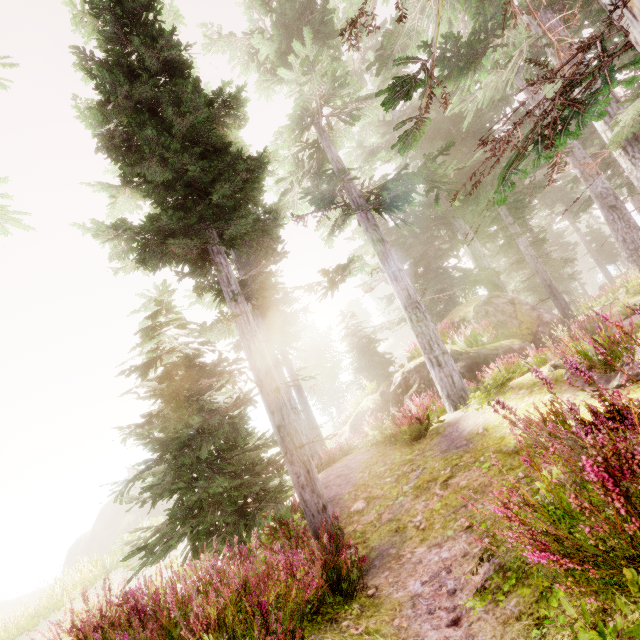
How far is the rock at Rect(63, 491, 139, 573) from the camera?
33.5m

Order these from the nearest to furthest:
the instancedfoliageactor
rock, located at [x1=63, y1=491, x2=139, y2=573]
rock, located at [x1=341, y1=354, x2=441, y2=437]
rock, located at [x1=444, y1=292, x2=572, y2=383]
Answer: the instancedfoliageactor < rock, located at [x1=444, y1=292, x2=572, y2=383] < rock, located at [x1=341, y1=354, x2=441, y2=437] < rock, located at [x1=63, y1=491, x2=139, y2=573]

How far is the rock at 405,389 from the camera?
14.2m

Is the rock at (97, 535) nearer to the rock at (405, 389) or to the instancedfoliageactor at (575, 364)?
the instancedfoliageactor at (575, 364)

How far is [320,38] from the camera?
11.7 meters

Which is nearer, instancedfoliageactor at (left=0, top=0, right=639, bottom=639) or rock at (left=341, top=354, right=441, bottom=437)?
instancedfoliageactor at (left=0, top=0, right=639, bottom=639)

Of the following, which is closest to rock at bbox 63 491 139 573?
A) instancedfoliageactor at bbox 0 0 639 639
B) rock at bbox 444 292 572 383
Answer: instancedfoliageactor at bbox 0 0 639 639
